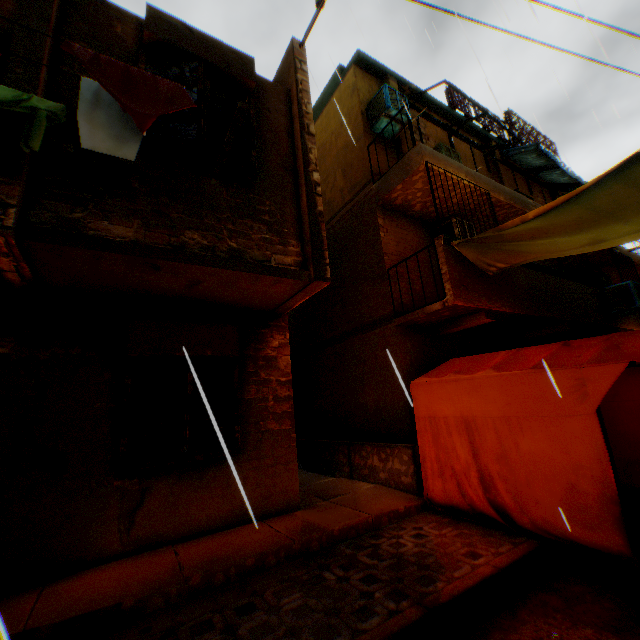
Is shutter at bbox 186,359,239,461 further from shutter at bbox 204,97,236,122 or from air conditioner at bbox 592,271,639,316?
air conditioner at bbox 592,271,639,316

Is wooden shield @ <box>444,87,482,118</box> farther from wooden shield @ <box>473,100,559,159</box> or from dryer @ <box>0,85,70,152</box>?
dryer @ <box>0,85,70,152</box>

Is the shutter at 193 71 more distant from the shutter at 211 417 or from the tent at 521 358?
the shutter at 211 417

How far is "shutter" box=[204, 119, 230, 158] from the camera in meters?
4.4

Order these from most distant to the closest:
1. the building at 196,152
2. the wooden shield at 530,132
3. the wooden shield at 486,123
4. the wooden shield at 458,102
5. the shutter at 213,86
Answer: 1. the wooden shield at 530,132
2. the wooden shield at 486,123
3. the wooden shield at 458,102
4. the building at 196,152
5. the shutter at 213,86

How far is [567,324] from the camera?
8.2 meters

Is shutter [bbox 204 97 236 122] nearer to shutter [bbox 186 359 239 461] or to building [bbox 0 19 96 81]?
building [bbox 0 19 96 81]

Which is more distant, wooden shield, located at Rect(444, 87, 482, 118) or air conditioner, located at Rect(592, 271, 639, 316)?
wooden shield, located at Rect(444, 87, 482, 118)
